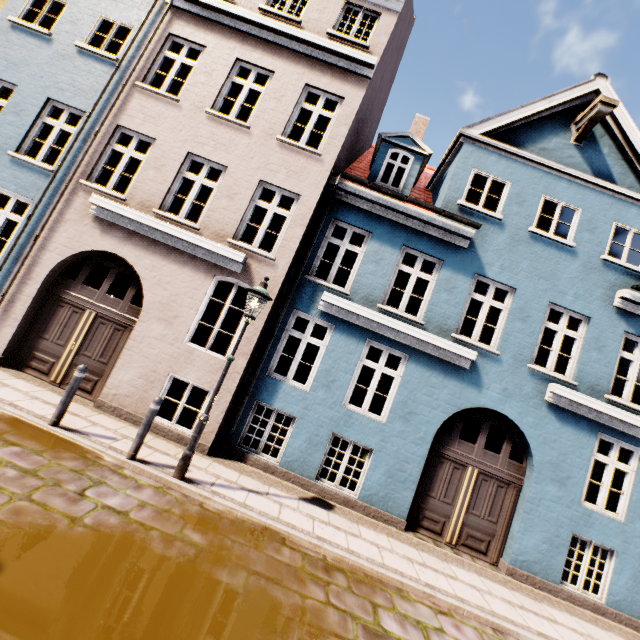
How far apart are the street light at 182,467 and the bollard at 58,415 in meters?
2.2 m

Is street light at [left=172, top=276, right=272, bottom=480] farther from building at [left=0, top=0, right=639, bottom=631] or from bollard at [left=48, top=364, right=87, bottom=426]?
bollard at [left=48, top=364, right=87, bottom=426]

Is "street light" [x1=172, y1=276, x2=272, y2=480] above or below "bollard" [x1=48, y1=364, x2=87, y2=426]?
below

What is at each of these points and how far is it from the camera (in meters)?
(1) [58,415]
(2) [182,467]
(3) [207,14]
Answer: (1) bollard, 5.59
(2) street light, 5.54
(3) building, 8.67

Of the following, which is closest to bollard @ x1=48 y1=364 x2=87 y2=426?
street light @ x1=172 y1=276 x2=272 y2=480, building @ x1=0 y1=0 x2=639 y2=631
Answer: building @ x1=0 y1=0 x2=639 y2=631

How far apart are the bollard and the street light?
2.2m

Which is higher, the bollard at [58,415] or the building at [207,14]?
the building at [207,14]
